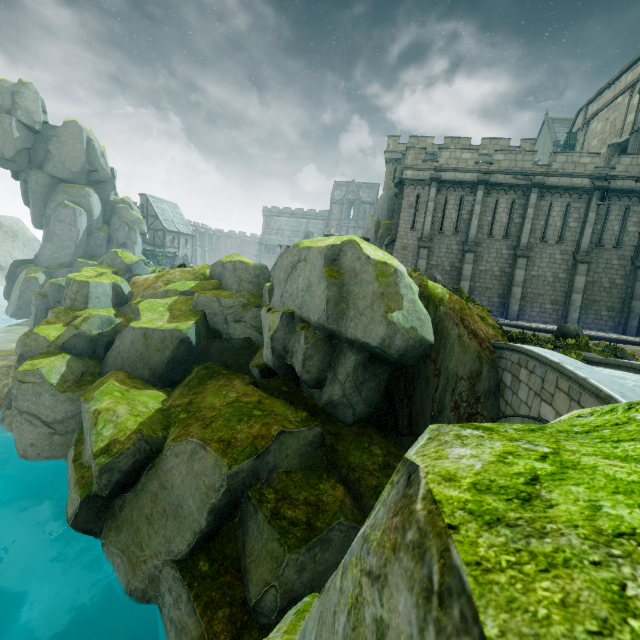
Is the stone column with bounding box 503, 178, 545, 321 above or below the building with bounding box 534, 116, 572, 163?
below

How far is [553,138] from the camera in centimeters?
4844cm

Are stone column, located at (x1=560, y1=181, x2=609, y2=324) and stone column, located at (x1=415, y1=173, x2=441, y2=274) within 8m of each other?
→ no

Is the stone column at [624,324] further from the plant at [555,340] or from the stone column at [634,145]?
the plant at [555,340]

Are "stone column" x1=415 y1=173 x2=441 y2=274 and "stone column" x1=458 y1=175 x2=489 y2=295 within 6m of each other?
yes

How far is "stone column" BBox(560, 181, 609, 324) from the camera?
19.80m

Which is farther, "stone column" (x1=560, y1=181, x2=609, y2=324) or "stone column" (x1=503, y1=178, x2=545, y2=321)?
"stone column" (x1=503, y1=178, x2=545, y2=321)

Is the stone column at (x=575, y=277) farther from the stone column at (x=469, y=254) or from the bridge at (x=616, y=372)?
the bridge at (x=616, y=372)
